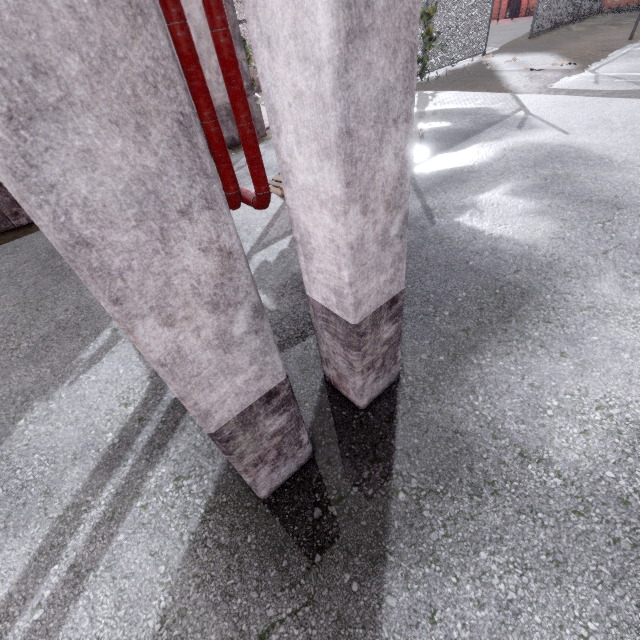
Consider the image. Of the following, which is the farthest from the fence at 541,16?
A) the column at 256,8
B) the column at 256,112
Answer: the column at 256,8

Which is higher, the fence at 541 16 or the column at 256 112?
the column at 256 112

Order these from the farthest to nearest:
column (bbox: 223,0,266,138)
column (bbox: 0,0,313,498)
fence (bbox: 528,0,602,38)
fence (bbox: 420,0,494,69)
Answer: fence (bbox: 528,0,602,38) < fence (bbox: 420,0,494,69) < column (bbox: 223,0,266,138) < column (bbox: 0,0,313,498)

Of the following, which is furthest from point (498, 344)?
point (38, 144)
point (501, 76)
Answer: point (501, 76)

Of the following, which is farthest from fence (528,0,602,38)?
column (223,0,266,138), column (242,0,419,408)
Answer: column (242,0,419,408)

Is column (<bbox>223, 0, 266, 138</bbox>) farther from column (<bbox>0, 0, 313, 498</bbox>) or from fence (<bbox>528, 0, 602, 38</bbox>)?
column (<bbox>0, 0, 313, 498</bbox>)

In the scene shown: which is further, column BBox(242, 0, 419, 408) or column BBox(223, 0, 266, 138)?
column BBox(223, 0, 266, 138)

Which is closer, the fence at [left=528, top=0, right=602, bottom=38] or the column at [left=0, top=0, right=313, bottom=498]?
the column at [left=0, top=0, right=313, bottom=498]
